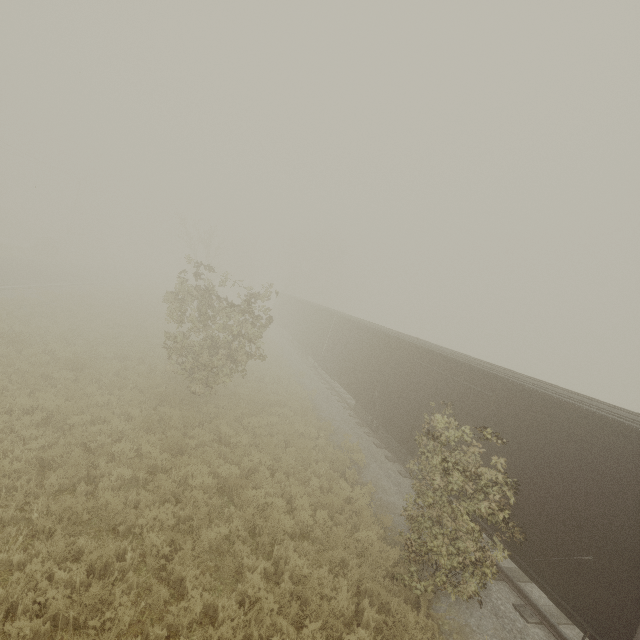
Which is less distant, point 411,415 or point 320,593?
point 320,593
